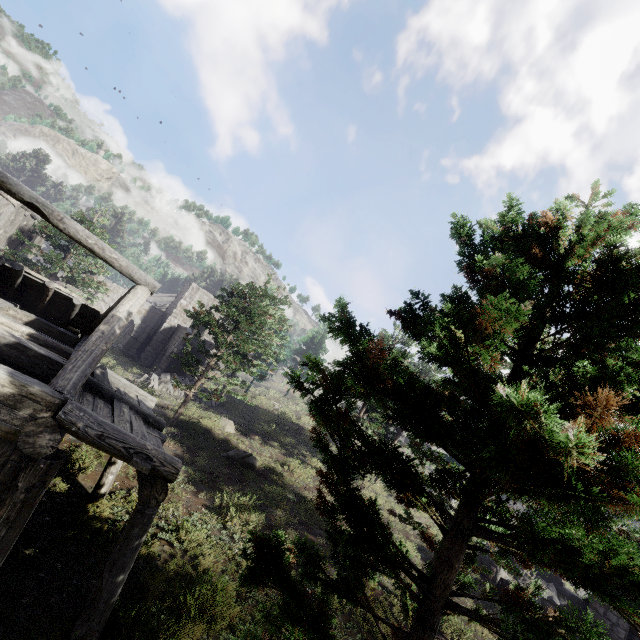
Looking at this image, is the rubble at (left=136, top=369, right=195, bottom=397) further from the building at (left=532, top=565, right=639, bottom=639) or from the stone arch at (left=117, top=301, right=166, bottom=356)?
the building at (left=532, top=565, right=639, bottom=639)

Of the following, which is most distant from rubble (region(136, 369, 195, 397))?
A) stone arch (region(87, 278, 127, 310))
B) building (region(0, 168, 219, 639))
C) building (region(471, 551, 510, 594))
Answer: building (region(471, 551, 510, 594))

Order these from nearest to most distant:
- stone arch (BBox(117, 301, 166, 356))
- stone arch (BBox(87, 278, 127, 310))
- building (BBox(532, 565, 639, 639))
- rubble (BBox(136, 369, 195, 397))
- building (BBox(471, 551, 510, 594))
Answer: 1. building (BBox(532, 565, 639, 639))
2. building (BBox(471, 551, 510, 594))
3. rubble (BBox(136, 369, 195, 397))
4. stone arch (BBox(87, 278, 127, 310))
5. stone arch (BBox(117, 301, 166, 356))

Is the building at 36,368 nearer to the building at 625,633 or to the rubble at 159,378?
the building at 625,633

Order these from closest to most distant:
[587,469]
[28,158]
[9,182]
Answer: [587,469] < [9,182] < [28,158]

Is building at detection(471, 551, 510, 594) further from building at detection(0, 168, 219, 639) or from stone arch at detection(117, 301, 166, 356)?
stone arch at detection(117, 301, 166, 356)

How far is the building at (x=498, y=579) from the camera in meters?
16.8

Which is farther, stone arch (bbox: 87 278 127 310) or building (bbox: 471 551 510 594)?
stone arch (bbox: 87 278 127 310)
